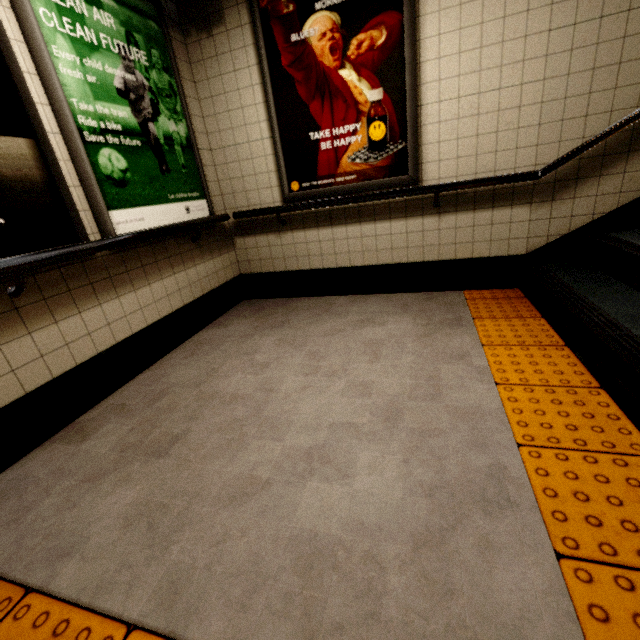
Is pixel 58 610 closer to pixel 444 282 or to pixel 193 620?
pixel 193 620

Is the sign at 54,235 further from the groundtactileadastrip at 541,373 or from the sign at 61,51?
the groundtactileadastrip at 541,373

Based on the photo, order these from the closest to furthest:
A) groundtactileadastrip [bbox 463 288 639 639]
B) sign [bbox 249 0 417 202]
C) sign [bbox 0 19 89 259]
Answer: groundtactileadastrip [bbox 463 288 639 639]
sign [bbox 0 19 89 259]
sign [bbox 249 0 417 202]

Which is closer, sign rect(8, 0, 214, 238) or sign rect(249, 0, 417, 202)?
sign rect(8, 0, 214, 238)

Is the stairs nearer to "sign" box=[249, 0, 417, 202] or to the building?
the building

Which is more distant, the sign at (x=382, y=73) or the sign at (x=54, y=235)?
the sign at (x=382, y=73)

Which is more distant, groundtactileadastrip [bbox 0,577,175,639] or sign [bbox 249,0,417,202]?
sign [bbox 249,0,417,202]

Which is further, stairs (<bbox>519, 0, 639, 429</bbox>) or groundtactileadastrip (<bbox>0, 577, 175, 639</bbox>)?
stairs (<bbox>519, 0, 639, 429</bbox>)
